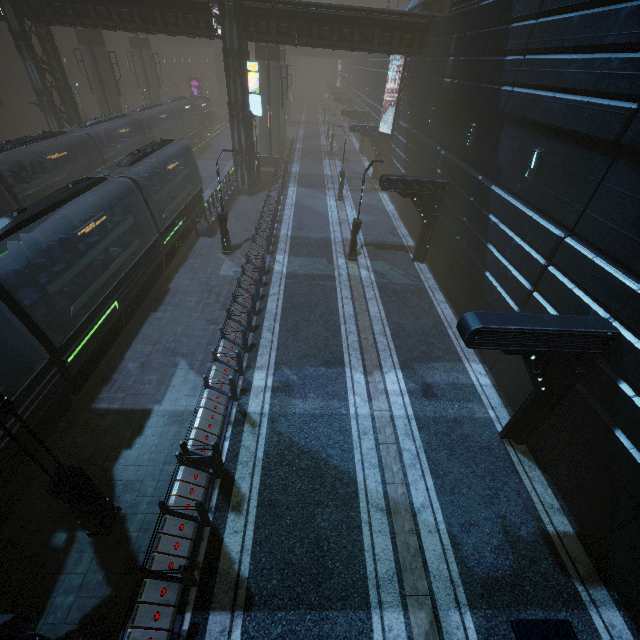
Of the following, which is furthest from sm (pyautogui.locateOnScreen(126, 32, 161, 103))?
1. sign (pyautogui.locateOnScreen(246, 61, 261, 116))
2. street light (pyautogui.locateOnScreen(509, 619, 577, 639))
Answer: street light (pyautogui.locateOnScreen(509, 619, 577, 639))

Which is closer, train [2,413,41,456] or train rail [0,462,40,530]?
train [2,413,41,456]

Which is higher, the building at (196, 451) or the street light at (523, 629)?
the street light at (523, 629)

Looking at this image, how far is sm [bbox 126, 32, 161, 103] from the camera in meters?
36.1

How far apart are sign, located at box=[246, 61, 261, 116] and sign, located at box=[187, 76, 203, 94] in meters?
39.8

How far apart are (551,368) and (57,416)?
14.30m

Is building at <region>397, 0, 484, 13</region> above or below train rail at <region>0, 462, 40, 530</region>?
above

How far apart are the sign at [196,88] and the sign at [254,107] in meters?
39.8
